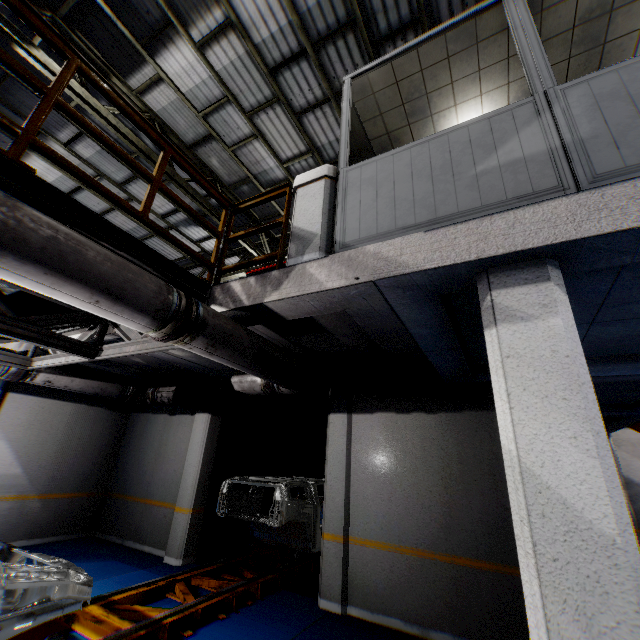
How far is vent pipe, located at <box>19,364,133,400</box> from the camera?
5.7 meters

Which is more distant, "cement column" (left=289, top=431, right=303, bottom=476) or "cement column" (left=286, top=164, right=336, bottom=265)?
"cement column" (left=289, top=431, right=303, bottom=476)

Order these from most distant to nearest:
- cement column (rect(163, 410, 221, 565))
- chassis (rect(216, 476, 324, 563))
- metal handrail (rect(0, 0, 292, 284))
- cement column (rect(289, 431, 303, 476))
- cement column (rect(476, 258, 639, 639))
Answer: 1. cement column (rect(289, 431, 303, 476))
2. cement column (rect(163, 410, 221, 565))
3. chassis (rect(216, 476, 324, 563))
4. metal handrail (rect(0, 0, 292, 284))
5. cement column (rect(476, 258, 639, 639))

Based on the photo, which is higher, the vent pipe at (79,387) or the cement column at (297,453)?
the vent pipe at (79,387)

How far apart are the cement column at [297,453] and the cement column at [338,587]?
5.01m

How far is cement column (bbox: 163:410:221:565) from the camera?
7.19m

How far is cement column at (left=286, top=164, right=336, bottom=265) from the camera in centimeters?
345cm

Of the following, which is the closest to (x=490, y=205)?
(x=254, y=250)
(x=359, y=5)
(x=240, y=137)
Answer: (x=359, y=5)
